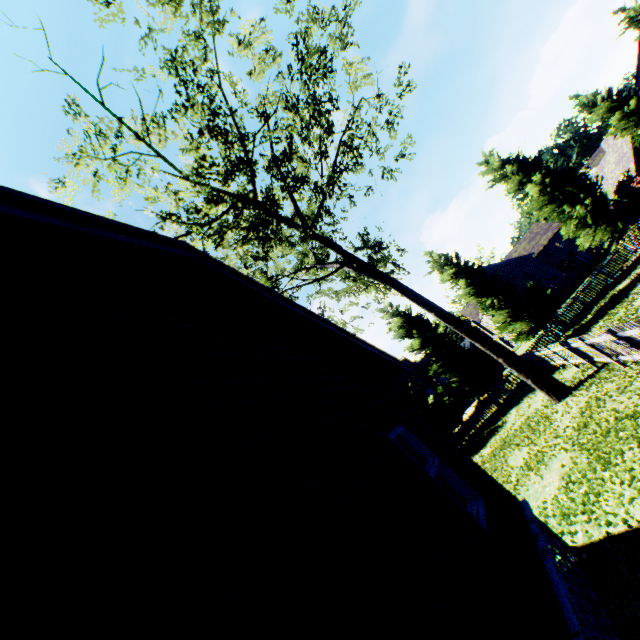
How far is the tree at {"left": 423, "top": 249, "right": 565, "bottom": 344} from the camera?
24.7 meters

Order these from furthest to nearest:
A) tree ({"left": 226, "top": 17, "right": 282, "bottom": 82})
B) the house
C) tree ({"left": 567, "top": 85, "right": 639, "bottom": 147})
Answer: tree ({"left": 567, "top": 85, "right": 639, "bottom": 147}) < tree ({"left": 226, "top": 17, "right": 282, "bottom": 82}) < the house

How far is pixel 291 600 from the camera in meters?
1.6

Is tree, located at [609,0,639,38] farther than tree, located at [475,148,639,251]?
Yes

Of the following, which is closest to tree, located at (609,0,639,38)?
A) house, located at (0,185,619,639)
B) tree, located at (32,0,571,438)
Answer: tree, located at (32,0,571,438)

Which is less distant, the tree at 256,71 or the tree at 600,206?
the tree at 256,71

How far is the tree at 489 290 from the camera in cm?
2472
